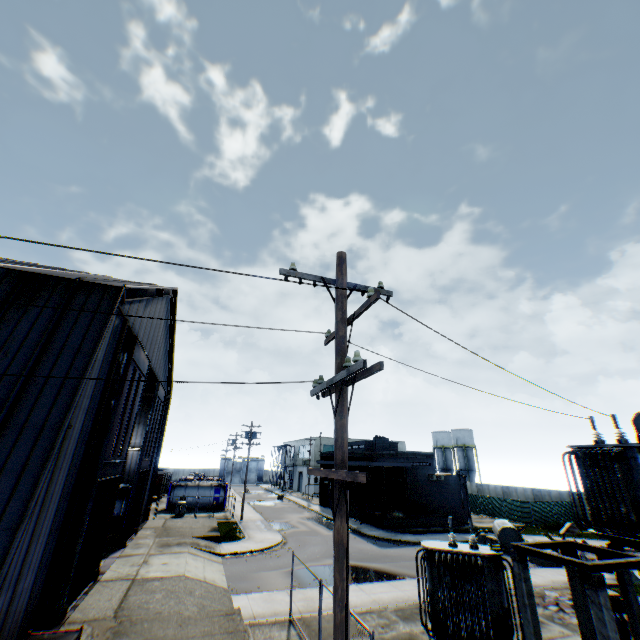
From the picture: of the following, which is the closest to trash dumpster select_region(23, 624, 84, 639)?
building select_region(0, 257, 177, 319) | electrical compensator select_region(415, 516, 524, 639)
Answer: building select_region(0, 257, 177, 319)

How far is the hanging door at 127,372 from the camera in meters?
14.7

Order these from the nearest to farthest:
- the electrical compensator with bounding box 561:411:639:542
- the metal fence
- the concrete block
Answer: the electrical compensator with bounding box 561:411:639:542, the concrete block, the metal fence

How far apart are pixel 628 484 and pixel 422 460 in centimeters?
2768cm

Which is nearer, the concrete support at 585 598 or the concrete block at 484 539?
the concrete support at 585 598

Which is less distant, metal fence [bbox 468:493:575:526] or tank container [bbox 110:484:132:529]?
tank container [bbox 110:484:132:529]

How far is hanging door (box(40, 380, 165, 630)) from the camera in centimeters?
1182cm

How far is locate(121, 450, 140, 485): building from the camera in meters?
29.4 m
